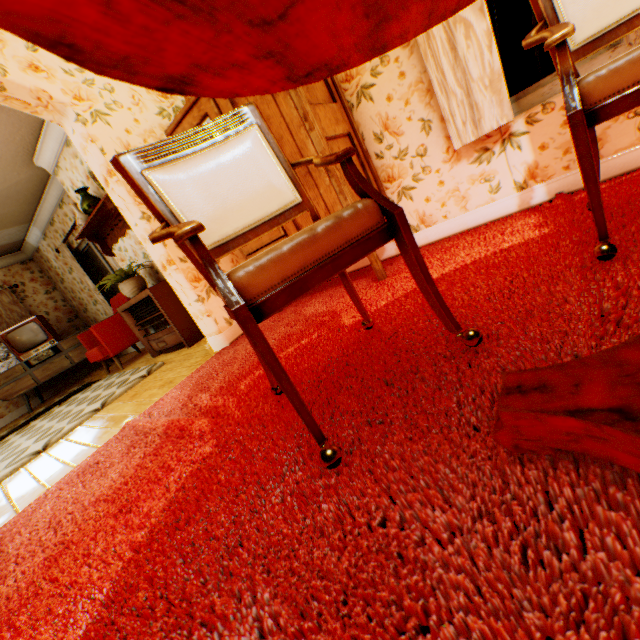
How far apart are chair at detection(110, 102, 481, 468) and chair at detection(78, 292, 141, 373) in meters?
4.9 m

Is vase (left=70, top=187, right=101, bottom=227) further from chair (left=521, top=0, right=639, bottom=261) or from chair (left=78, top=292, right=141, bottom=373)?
chair (left=521, top=0, right=639, bottom=261)

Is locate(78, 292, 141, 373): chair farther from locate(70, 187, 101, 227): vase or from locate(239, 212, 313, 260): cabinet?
locate(239, 212, 313, 260): cabinet

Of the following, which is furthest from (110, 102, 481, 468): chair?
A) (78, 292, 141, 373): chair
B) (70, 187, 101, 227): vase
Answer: (78, 292, 141, 373): chair

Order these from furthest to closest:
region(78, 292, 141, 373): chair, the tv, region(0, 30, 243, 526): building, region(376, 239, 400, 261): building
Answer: the tv
region(78, 292, 141, 373): chair
region(376, 239, 400, 261): building
region(0, 30, 243, 526): building

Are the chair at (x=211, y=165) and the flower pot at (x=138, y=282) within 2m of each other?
no

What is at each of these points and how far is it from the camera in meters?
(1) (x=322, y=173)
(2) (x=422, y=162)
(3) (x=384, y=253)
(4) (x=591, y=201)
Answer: (1) cabinet, 2.2 m
(2) building, 2.5 m
(3) building, 3.1 m
(4) chair, 1.2 m

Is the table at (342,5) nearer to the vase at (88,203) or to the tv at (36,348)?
the vase at (88,203)
